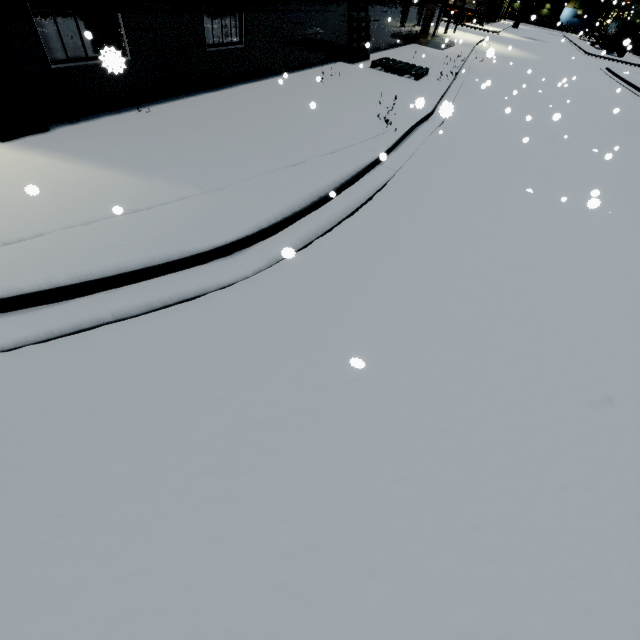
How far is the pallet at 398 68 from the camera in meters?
12.0 m

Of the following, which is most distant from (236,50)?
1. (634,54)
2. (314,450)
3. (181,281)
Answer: (634,54)

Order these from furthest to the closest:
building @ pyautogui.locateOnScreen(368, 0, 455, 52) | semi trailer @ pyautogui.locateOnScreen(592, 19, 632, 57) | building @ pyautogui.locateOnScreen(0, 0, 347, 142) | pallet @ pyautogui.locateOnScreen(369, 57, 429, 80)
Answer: semi trailer @ pyautogui.locateOnScreen(592, 19, 632, 57) < building @ pyautogui.locateOnScreen(368, 0, 455, 52) < pallet @ pyautogui.locateOnScreen(369, 57, 429, 80) < building @ pyautogui.locateOnScreen(0, 0, 347, 142)

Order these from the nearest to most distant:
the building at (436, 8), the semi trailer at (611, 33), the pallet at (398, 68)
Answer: the pallet at (398, 68) → the building at (436, 8) → the semi trailer at (611, 33)

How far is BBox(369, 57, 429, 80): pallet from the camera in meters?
12.0

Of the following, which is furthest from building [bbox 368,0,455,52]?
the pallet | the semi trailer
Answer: the pallet

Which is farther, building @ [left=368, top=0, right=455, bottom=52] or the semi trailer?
the semi trailer

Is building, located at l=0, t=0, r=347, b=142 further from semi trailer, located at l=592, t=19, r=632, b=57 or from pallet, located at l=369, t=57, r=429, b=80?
pallet, located at l=369, t=57, r=429, b=80
